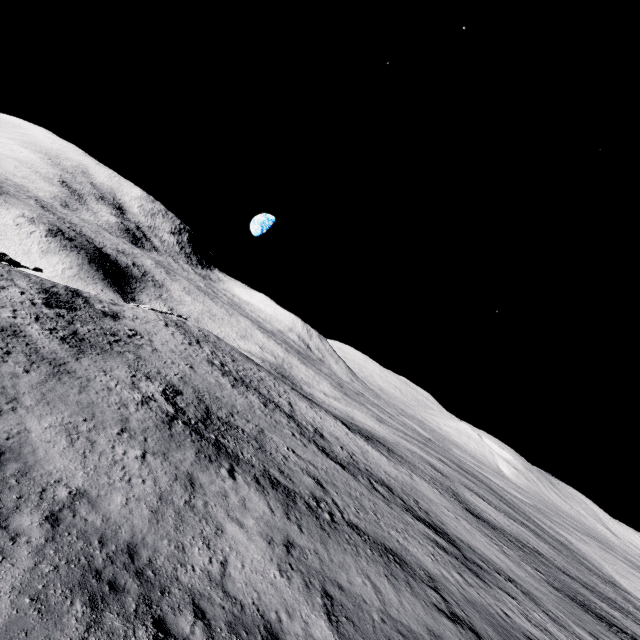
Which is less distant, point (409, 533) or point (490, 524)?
point (409, 533)
